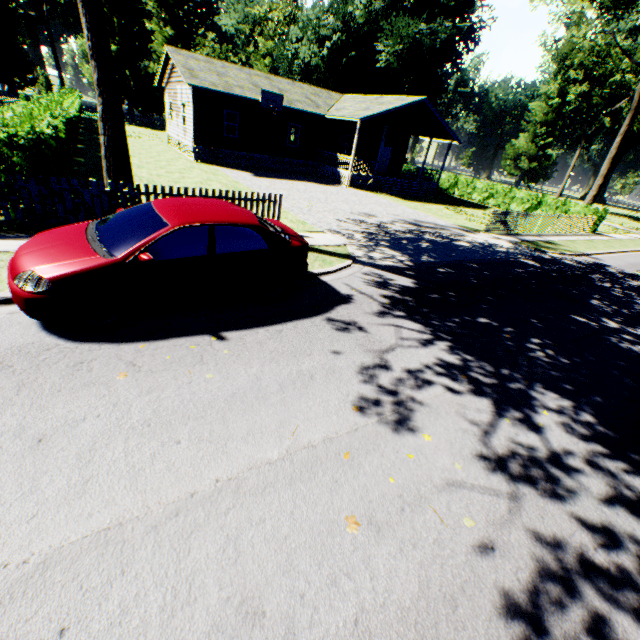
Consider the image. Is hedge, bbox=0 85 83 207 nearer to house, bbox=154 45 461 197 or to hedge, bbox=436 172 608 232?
house, bbox=154 45 461 197

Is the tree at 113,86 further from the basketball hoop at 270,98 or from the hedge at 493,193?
the hedge at 493,193

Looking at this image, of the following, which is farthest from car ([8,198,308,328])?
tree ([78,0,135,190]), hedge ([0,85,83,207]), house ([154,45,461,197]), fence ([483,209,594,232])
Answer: house ([154,45,461,197])

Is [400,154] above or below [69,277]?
above

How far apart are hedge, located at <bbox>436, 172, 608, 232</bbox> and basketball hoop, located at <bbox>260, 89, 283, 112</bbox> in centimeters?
1896cm

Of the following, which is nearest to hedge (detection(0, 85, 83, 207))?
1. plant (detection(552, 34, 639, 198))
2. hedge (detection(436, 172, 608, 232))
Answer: hedge (detection(436, 172, 608, 232))

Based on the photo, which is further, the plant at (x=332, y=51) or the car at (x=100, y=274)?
the plant at (x=332, y=51)

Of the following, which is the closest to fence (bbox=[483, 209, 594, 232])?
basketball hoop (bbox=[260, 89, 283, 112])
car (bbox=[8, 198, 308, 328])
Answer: car (bbox=[8, 198, 308, 328])
